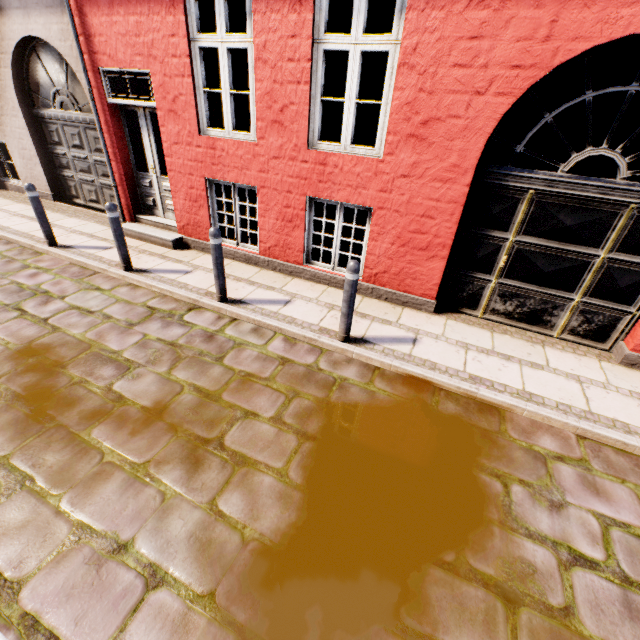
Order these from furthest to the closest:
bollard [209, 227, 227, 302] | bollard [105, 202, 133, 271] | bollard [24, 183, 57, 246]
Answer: bollard [24, 183, 57, 246] → bollard [105, 202, 133, 271] → bollard [209, 227, 227, 302]

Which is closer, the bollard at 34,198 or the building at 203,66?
the building at 203,66

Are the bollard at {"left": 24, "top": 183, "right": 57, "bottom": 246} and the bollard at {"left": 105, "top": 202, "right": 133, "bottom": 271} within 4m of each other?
yes

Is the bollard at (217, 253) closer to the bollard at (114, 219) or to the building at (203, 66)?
the building at (203, 66)

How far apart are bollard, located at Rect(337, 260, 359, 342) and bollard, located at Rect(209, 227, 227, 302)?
1.8 meters

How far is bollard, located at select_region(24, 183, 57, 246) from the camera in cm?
557

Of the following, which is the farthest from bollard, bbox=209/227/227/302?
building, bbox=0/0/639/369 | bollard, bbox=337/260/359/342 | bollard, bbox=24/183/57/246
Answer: bollard, bbox=24/183/57/246

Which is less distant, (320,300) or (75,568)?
(75,568)
